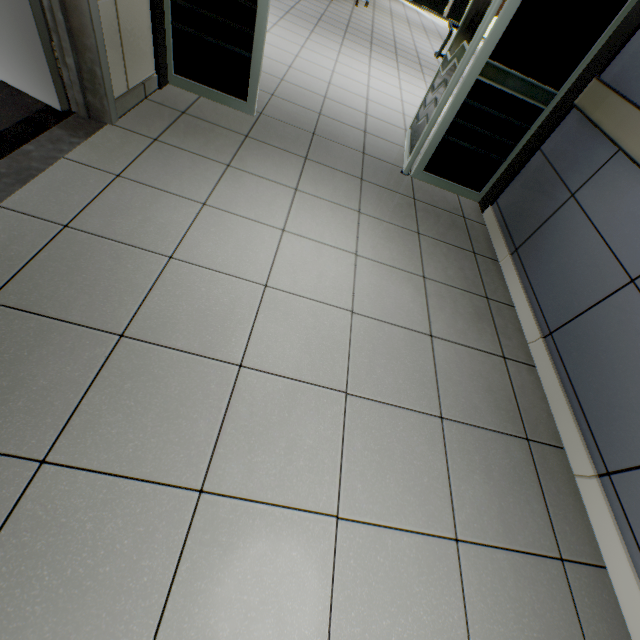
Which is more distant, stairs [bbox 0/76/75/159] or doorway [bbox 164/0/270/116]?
doorway [bbox 164/0/270/116]

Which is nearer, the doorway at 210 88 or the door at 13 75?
the door at 13 75

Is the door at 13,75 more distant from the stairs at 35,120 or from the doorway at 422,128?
the doorway at 422,128

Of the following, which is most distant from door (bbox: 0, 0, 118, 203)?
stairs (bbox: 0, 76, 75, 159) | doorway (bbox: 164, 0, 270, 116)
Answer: doorway (bbox: 164, 0, 270, 116)

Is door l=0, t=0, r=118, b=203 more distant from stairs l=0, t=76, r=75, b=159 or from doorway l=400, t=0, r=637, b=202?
doorway l=400, t=0, r=637, b=202

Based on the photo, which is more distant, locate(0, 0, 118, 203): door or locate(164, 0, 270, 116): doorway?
locate(164, 0, 270, 116): doorway

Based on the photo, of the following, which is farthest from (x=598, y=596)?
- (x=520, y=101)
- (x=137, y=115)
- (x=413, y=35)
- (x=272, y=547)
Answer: (x=413, y=35)
